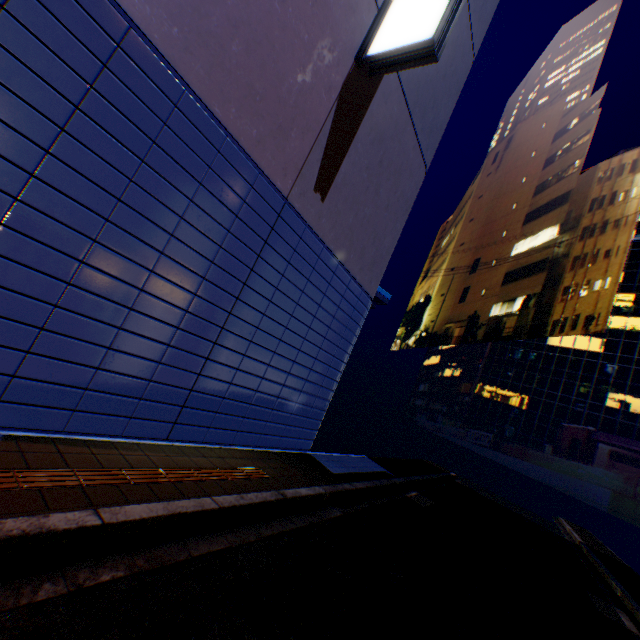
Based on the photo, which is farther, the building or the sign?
the building

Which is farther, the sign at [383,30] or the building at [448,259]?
the building at [448,259]

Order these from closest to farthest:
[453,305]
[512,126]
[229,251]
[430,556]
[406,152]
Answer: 1. [229,251]
2. [430,556]
3. [406,152]
4. [453,305]
5. [512,126]

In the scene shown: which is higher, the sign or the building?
the building

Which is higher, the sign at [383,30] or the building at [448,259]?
the building at [448,259]
